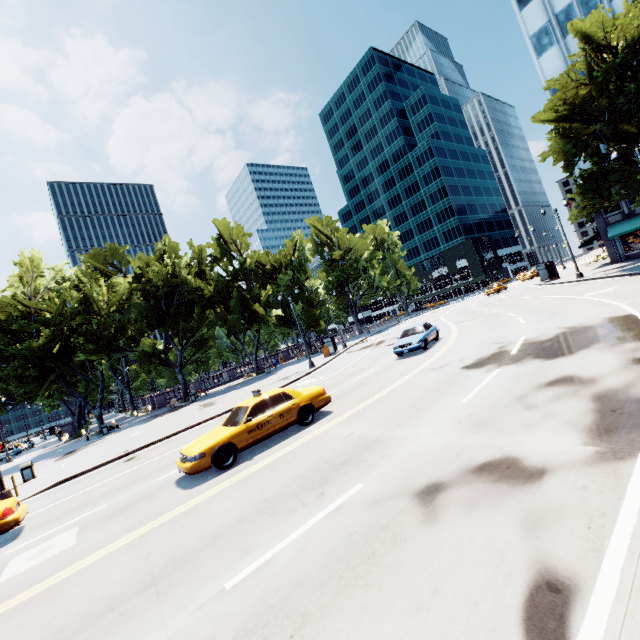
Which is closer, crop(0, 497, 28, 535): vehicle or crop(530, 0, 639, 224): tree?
crop(0, 497, 28, 535): vehicle

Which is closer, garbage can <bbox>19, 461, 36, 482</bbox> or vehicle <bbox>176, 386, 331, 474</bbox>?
vehicle <bbox>176, 386, 331, 474</bbox>

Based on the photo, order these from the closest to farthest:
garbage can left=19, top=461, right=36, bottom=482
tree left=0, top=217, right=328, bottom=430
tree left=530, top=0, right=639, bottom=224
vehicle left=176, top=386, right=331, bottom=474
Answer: vehicle left=176, top=386, right=331, bottom=474, garbage can left=19, top=461, right=36, bottom=482, tree left=530, top=0, right=639, bottom=224, tree left=0, top=217, right=328, bottom=430

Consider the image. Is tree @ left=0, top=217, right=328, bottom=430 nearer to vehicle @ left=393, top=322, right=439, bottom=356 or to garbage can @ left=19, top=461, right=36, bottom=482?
garbage can @ left=19, top=461, right=36, bottom=482

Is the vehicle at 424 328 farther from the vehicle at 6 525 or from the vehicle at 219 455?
the vehicle at 6 525

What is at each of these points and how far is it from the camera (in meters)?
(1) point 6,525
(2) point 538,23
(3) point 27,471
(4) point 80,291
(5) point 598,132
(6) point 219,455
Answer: (1) vehicle, 9.07
(2) building, 33.06
(3) garbage can, 18.05
(4) tree, 34.81
(5) tree, 24.44
(6) vehicle, 9.18

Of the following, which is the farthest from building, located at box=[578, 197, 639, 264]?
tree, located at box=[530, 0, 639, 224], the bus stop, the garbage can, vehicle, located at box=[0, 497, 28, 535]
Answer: the garbage can

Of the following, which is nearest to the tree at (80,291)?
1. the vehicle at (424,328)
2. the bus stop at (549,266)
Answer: the bus stop at (549,266)
